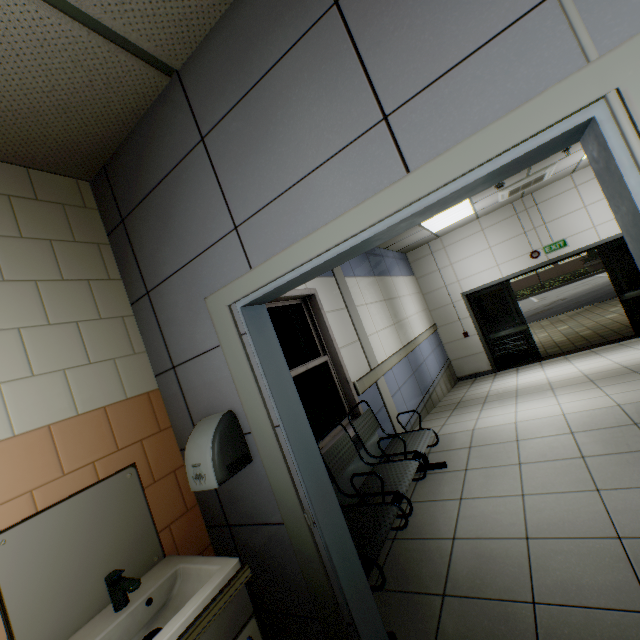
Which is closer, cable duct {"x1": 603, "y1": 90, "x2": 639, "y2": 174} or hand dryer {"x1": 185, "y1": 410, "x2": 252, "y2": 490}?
cable duct {"x1": 603, "y1": 90, "x2": 639, "y2": 174}

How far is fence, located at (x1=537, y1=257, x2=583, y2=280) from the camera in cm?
3184

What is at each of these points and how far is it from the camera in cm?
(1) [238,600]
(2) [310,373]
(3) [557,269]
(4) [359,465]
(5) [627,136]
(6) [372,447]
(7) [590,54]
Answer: (1) sink, 139
(2) window, 362
(3) fence, 3262
(4) radiator, 331
(5) cable duct, 85
(6) radiator, 365
(7) cable duct, 86

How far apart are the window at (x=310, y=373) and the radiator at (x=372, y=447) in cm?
21

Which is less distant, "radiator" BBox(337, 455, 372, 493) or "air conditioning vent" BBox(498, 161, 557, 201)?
"radiator" BBox(337, 455, 372, 493)

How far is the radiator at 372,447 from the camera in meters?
3.6

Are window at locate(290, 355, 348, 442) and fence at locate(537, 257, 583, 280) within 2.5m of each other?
no

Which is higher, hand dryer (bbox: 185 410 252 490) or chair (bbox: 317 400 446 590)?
hand dryer (bbox: 185 410 252 490)
